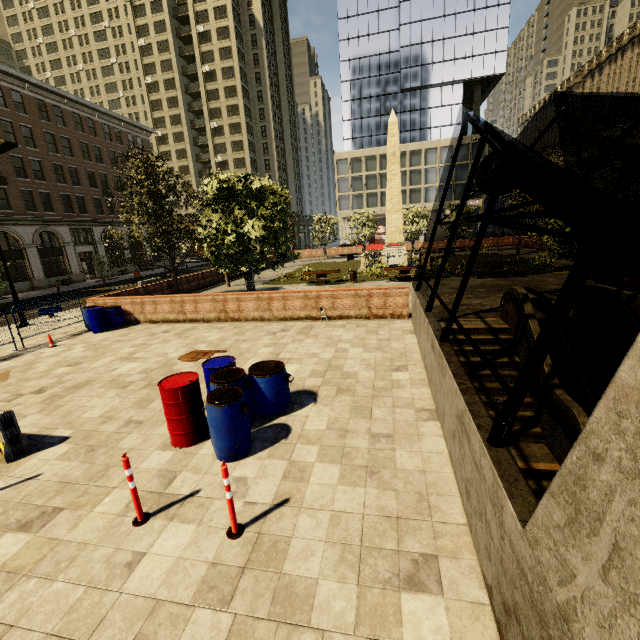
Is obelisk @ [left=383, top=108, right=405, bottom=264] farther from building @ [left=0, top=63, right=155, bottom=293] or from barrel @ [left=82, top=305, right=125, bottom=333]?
building @ [left=0, top=63, right=155, bottom=293]

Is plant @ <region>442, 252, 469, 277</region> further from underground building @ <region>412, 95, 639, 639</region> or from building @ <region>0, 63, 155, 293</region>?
building @ <region>0, 63, 155, 293</region>

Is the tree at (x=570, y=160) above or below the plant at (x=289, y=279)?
above

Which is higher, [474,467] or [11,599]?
[474,467]

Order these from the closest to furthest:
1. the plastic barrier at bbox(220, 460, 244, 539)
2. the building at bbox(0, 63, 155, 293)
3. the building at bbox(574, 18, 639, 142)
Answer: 1. the plastic barrier at bbox(220, 460, 244, 539)
2. the building at bbox(0, 63, 155, 293)
3. the building at bbox(574, 18, 639, 142)

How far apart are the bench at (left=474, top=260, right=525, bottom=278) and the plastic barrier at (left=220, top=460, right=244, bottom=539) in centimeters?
1937cm

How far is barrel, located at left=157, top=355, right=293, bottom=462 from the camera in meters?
4.9 m

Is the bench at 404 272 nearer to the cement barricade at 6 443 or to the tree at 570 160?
the tree at 570 160
